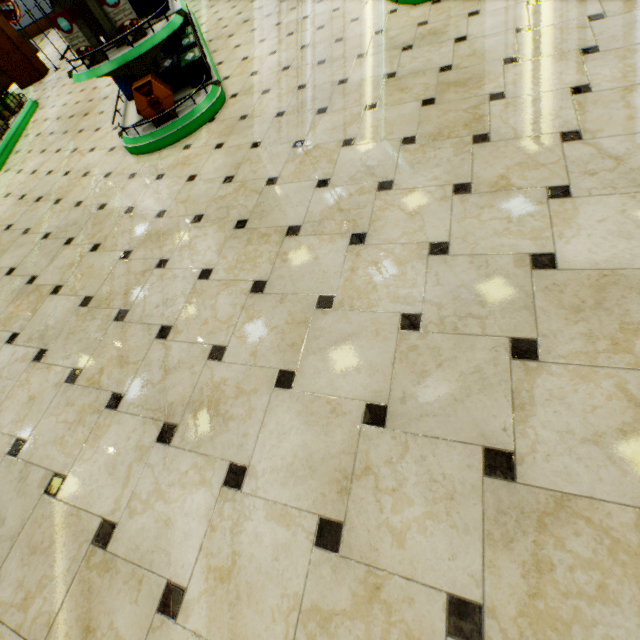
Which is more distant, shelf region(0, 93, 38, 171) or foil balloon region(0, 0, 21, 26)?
foil balloon region(0, 0, 21, 26)

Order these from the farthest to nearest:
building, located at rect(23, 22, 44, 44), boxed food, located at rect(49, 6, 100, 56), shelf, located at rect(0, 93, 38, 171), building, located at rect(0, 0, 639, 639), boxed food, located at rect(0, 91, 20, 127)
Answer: building, located at rect(23, 22, 44, 44) → boxed food, located at rect(0, 91, 20, 127) → shelf, located at rect(0, 93, 38, 171) → boxed food, located at rect(49, 6, 100, 56) → building, located at rect(0, 0, 639, 639)

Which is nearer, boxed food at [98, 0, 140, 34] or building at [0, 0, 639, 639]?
building at [0, 0, 639, 639]

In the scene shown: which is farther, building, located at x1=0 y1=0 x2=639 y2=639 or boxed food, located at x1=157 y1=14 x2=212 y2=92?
boxed food, located at x1=157 y1=14 x2=212 y2=92

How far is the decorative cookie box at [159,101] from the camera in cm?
298

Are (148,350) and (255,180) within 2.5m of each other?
yes

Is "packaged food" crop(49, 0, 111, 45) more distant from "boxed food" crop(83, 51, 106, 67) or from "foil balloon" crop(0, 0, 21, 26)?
"foil balloon" crop(0, 0, 21, 26)

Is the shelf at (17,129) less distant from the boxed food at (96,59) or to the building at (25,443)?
the building at (25,443)
